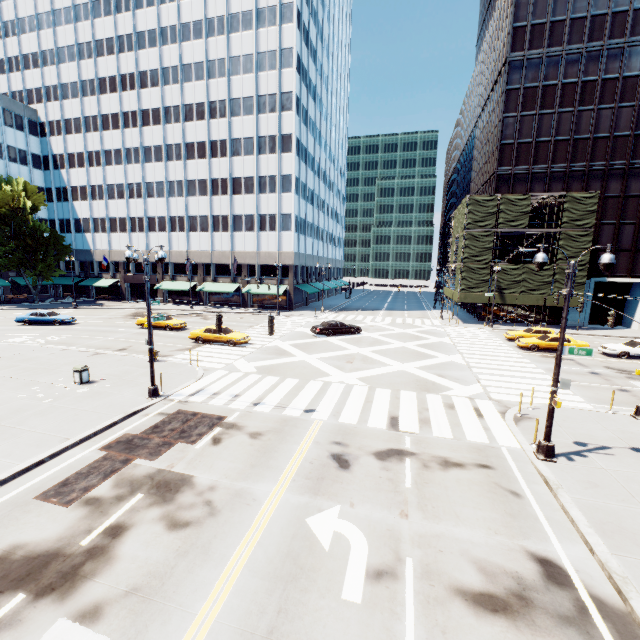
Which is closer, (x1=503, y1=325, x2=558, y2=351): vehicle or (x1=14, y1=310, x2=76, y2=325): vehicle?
(x1=503, y1=325, x2=558, y2=351): vehicle

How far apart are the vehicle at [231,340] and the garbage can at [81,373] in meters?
10.1

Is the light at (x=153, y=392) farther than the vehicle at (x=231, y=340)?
No

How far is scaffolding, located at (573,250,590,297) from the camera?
36.53m

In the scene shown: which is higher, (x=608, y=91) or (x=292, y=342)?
(x=608, y=91)

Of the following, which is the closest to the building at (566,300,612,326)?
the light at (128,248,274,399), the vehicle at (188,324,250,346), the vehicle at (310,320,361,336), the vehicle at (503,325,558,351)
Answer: the vehicle at (503,325,558,351)

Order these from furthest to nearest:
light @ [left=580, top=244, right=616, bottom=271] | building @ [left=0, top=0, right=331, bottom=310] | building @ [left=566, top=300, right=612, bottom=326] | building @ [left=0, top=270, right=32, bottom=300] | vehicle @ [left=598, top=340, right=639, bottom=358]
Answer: building @ [left=0, top=270, right=32, bottom=300] < building @ [left=0, top=0, right=331, bottom=310] < building @ [left=566, top=300, right=612, bottom=326] < vehicle @ [left=598, top=340, right=639, bottom=358] < light @ [left=580, top=244, right=616, bottom=271]

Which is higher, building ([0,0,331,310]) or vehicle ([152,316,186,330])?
building ([0,0,331,310])
